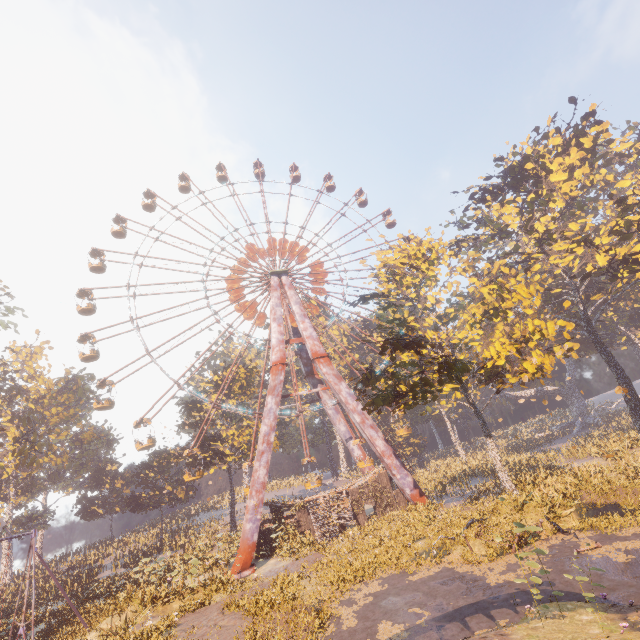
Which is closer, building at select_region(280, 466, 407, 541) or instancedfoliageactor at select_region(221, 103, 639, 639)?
instancedfoliageactor at select_region(221, 103, 639, 639)

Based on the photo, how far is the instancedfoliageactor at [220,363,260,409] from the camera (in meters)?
41.11

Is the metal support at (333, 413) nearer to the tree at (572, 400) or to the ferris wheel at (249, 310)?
the ferris wheel at (249, 310)

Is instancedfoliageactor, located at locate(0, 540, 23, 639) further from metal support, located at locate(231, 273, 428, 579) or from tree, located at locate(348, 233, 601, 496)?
tree, located at locate(348, 233, 601, 496)

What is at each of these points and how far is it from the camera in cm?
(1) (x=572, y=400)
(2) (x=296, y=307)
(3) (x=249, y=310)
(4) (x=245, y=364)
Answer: (1) tree, 5750
(2) metal support, 3566
(3) ferris wheel, 3662
(4) instancedfoliageactor, 4569

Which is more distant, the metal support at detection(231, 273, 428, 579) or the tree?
the metal support at detection(231, 273, 428, 579)

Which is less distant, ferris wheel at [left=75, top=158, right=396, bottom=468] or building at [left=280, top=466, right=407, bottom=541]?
building at [left=280, top=466, right=407, bottom=541]

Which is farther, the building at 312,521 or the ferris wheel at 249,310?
the ferris wheel at 249,310
